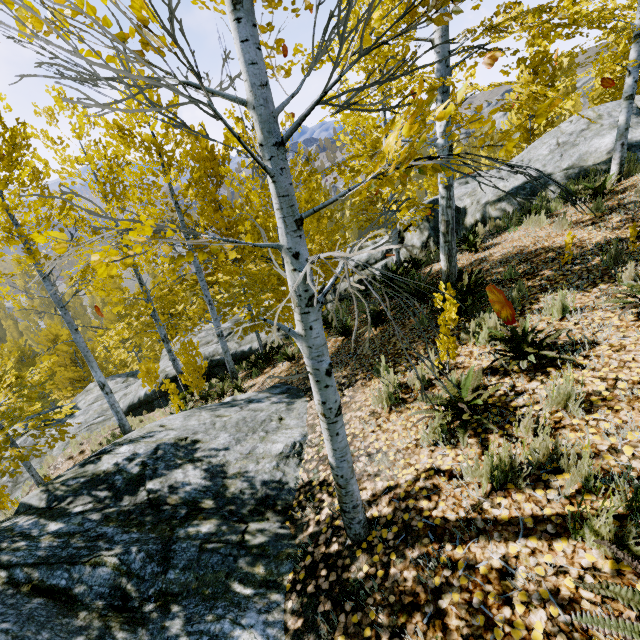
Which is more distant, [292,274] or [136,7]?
[292,274]

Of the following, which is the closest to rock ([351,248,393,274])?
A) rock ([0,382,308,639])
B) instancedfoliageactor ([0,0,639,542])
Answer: instancedfoliageactor ([0,0,639,542])

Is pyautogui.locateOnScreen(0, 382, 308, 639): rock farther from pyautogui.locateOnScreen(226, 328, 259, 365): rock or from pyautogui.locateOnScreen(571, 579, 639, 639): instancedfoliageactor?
pyautogui.locateOnScreen(226, 328, 259, 365): rock

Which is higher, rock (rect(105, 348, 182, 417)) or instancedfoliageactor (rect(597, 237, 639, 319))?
instancedfoliageactor (rect(597, 237, 639, 319))

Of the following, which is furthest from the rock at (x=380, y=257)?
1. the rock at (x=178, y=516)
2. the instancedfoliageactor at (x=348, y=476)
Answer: the rock at (x=178, y=516)

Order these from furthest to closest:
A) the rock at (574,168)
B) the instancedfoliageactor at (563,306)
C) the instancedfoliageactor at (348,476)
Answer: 1. the rock at (574,168)
2. the instancedfoliageactor at (563,306)
3. the instancedfoliageactor at (348,476)
